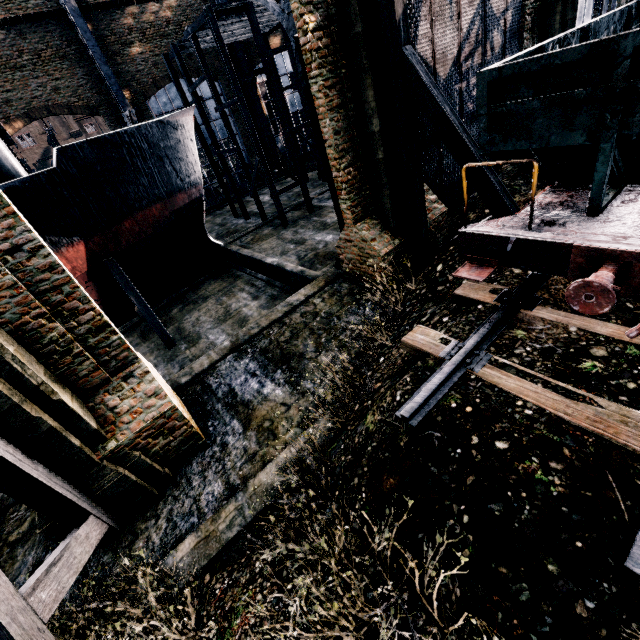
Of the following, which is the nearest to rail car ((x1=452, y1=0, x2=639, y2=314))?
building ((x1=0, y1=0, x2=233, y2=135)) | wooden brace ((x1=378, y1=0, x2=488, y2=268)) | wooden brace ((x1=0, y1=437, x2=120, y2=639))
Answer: wooden brace ((x1=378, y1=0, x2=488, y2=268))

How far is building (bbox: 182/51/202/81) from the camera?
30.5 meters

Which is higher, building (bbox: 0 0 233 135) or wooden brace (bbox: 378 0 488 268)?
building (bbox: 0 0 233 135)

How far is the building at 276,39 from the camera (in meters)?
34.50

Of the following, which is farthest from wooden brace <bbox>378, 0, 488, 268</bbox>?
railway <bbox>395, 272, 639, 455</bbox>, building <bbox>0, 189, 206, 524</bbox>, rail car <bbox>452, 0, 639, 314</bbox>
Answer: building <bbox>0, 189, 206, 524</bbox>

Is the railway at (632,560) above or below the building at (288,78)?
below

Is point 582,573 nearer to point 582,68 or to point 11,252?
point 582,68

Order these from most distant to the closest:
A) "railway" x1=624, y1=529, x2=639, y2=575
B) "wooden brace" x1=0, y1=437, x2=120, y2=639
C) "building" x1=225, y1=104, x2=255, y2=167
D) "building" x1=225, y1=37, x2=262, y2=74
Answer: "building" x1=225, y1=104, x2=255, y2=167
"building" x1=225, y1=37, x2=262, y2=74
"wooden brace" x1=0, y1=437, x2=120, y2=639
"railway" x1=624, y1=529, x2=639, y2=575
